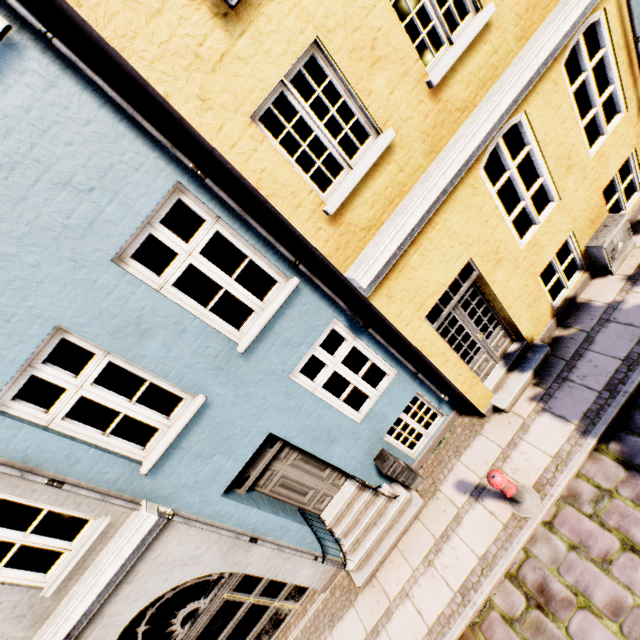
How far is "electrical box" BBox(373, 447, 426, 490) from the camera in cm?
571

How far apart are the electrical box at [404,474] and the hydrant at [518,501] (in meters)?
1.39

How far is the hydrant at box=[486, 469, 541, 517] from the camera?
4.5 meters

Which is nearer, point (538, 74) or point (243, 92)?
point (243, 92)

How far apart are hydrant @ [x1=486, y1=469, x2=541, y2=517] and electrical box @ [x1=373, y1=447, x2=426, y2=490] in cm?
139

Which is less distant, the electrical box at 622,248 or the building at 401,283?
the building at 401,283

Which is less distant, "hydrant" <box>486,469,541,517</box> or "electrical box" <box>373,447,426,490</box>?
"hydrant" <box>486,469,541,517</box>

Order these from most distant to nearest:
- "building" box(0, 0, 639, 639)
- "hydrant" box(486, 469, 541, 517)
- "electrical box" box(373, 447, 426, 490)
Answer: "electrical box" box(373, 447, 426, 490) < "hydrant" box(486, 469, 541, 517) < "building" box(0, 0, 639, 639)
